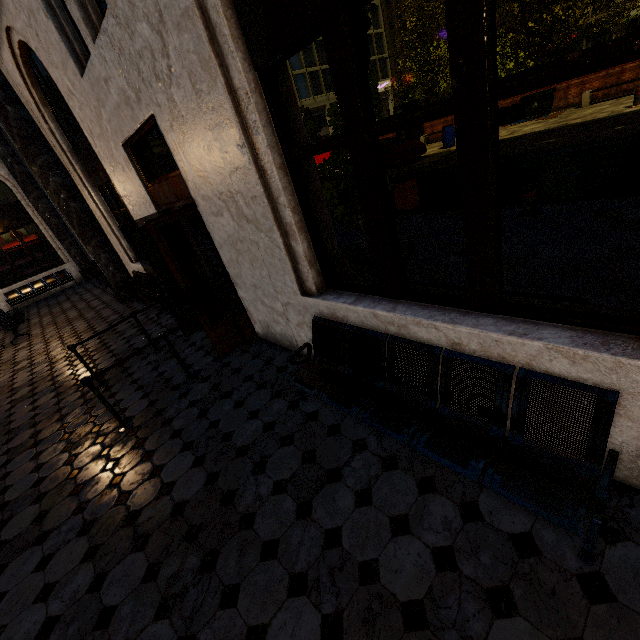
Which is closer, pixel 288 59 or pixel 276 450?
pixel 288 59

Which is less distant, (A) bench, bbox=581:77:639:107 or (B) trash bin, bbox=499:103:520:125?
(A) bench, bbox=581:77:639:107

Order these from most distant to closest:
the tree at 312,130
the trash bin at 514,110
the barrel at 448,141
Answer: the trash bin at 514,110 → the barrel at 448,141 → the tree at 312,130

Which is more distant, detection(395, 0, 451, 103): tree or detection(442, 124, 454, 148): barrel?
detection(395, 0, 451, 103): tree

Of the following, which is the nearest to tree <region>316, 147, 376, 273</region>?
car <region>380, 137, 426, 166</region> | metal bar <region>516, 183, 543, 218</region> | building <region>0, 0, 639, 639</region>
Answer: building <region>0, 0, 639, 639</region>

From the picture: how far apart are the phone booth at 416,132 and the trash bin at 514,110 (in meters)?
5.46

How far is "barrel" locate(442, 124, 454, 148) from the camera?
16.8 meters

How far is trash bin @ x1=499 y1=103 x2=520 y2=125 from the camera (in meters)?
17.48
